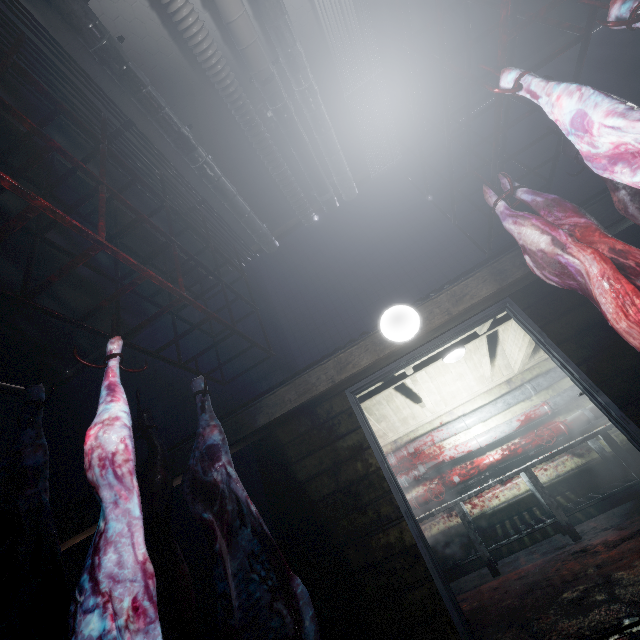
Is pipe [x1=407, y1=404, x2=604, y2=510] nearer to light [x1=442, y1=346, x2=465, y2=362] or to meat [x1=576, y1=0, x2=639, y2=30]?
light [x1=442, y1=346, x2=465, y2=362]

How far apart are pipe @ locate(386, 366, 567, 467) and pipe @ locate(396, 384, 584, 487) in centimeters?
12cm

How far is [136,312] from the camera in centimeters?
432cm

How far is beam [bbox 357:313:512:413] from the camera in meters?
4.1 m

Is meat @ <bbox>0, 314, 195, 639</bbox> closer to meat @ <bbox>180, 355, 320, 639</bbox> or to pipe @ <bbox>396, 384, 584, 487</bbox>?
meat @ <bbox>180, 355, 320, 639</bbox>

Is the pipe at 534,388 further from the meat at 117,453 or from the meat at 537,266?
the meat at 117,453

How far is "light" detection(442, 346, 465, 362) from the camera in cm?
407

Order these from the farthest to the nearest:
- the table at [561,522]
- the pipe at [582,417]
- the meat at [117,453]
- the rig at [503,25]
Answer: the pipe at [582,417] → the table at [561,522] → the rig at [503,25] → the meat at [117,453]
